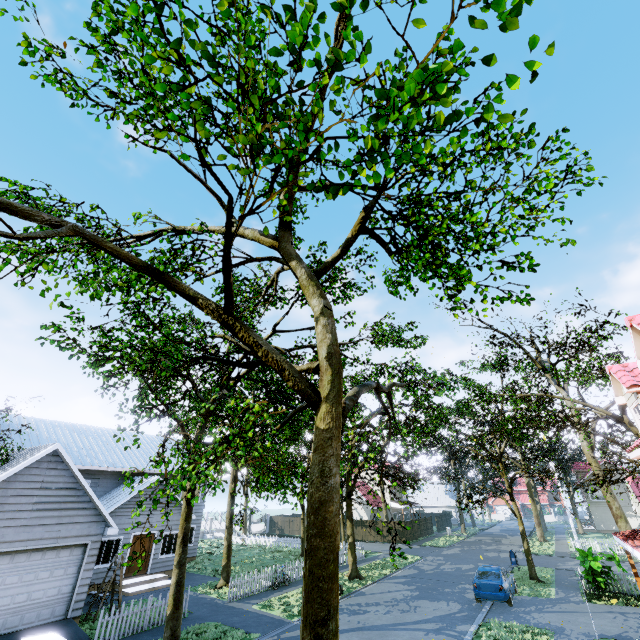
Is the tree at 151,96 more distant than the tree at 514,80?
Yes

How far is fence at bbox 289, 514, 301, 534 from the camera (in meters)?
44.72

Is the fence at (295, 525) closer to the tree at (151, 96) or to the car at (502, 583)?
the tree at (151, 96)

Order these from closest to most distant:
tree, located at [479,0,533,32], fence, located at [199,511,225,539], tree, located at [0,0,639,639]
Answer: tree, located at [479,0,533,32] → tree, located at [0,0,639,639] → fence, located at [199,511,225,539]

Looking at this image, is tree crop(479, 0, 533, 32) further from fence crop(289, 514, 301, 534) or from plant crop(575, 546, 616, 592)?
plant crop(575, 546, 616, 592)

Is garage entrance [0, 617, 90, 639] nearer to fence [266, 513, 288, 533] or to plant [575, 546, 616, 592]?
fence [266, 513, 288, 533]

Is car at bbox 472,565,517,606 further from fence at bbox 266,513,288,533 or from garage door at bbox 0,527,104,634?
garage door at bbox 0,527,104,634

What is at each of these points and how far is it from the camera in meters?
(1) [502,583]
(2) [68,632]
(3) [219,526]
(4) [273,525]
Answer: (1) car, 16.4
(2) garage entrance, 11.9
(3) fence, 51.6
(4) fence, 47.1
